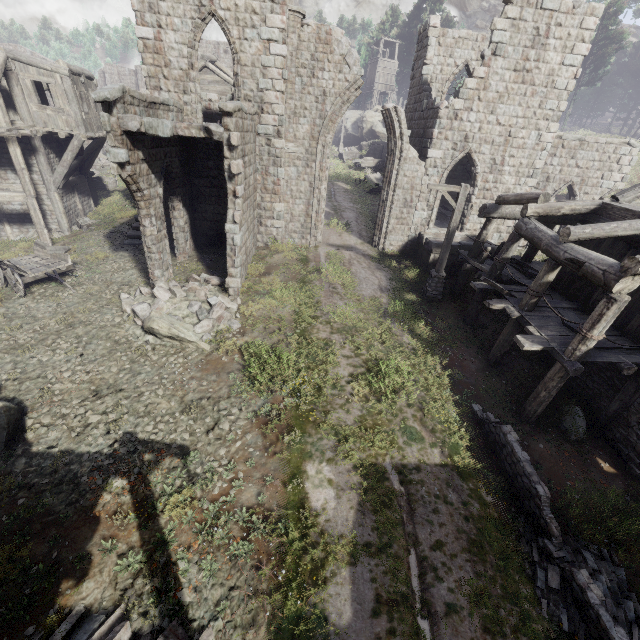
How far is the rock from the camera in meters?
43.3 m

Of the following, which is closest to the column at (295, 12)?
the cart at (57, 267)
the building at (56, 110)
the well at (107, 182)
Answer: the building at (56, 110)

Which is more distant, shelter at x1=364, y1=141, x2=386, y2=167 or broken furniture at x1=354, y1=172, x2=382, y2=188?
shelter at x1=364, y1=141, x2=386, y2=167

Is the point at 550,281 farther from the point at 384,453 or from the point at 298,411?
the point at 298,411

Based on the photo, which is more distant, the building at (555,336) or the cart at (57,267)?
the cart at (57,267)

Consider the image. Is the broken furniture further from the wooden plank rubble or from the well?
the well

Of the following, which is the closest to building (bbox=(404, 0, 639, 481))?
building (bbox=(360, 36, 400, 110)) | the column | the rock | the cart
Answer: the column

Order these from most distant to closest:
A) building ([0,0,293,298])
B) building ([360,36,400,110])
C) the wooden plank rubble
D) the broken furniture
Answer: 1. building ([360,36,400,110])
2. the broken furniture
3. the wooden plank rubble
4. building ([0,0,293,298])
